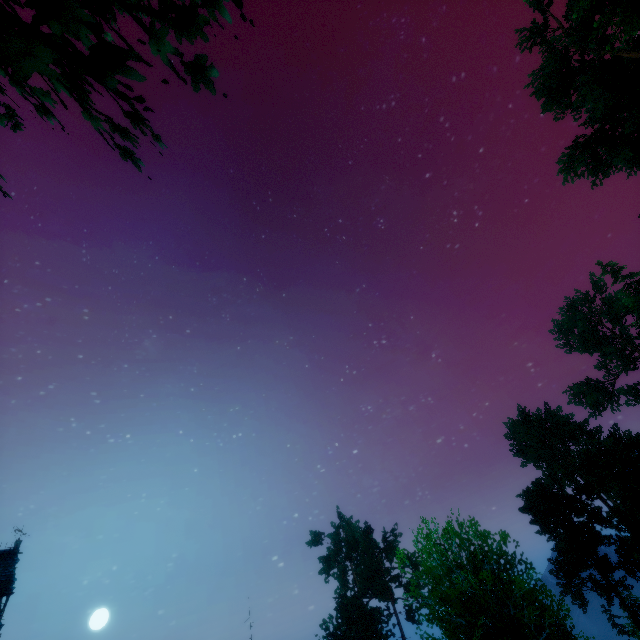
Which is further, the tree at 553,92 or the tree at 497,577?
the tree at 553,92

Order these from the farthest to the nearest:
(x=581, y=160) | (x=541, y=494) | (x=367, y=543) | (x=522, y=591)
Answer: (x=367, y=543) < (x=541, y=494) < (x=581, y=160) < (x=522, y=591)

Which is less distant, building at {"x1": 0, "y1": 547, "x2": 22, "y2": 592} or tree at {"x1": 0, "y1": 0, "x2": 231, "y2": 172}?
tree at {"x1": 0, "y1": 0, "x2": 231, "y2": 172}

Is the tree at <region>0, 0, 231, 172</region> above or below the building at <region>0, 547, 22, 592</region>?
below

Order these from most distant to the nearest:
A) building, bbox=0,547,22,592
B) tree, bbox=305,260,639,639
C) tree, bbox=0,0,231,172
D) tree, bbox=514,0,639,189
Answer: tree, bbox=514,0,639,189 < building, bbox=0,547,22,592 < tree, bbox=305,260,639,639 < tree, bbox=0,0,231,172

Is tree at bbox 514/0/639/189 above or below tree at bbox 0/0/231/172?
above

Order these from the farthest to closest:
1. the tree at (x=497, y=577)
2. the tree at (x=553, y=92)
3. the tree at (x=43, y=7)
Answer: the tree at (x=553, y=92), the tree at (x=497, y=577), the tree at (x=43, y=7)
